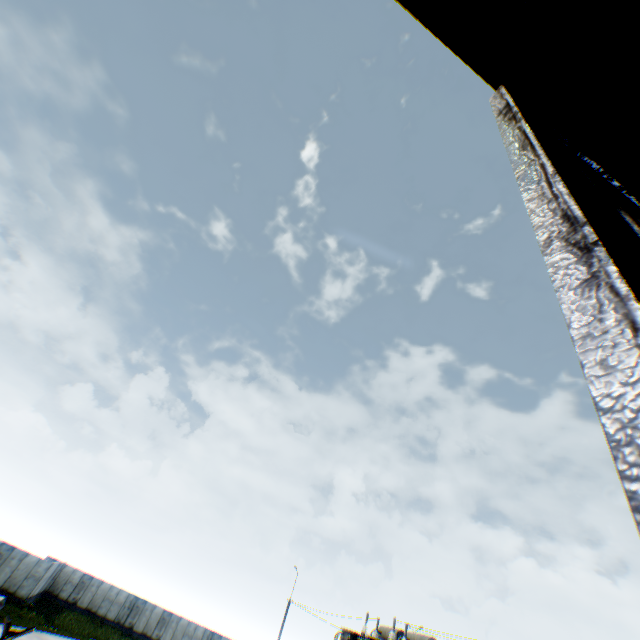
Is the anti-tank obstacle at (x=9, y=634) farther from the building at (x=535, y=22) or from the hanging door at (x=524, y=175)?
the building at (x=535, y=22)

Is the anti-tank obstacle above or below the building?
below

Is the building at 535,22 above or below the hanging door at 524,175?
above

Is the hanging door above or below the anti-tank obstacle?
above

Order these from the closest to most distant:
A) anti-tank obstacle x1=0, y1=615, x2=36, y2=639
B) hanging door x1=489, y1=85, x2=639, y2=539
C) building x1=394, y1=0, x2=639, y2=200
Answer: hanging door x1=489, y1=85, x2=639, y2=539 → building x1=394, y1=0, x2=639, y2=200 → anti-tank obstacle x1=0, y1=615, x2=36, y2=639

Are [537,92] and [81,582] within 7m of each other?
no

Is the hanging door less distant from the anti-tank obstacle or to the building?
the building
